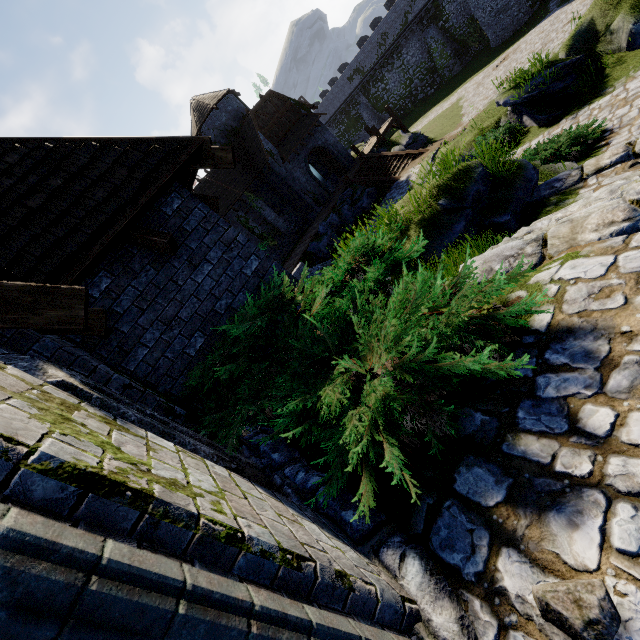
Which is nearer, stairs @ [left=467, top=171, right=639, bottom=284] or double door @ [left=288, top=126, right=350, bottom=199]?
stairs @ [left=467, top=171, right=639, bottom=284]

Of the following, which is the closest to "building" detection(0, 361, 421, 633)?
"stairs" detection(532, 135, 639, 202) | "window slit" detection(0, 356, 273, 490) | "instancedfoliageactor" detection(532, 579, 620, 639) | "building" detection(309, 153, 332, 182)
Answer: "window slit" detection(0, 356, 273, 490)

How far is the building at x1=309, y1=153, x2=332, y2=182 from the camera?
31.03m

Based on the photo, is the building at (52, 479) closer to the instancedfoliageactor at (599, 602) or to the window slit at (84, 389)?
the window slit at (84, 389)

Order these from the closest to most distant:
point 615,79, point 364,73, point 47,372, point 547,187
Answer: point 47,372 < point 547,187 < point 615,79 < point 364,73

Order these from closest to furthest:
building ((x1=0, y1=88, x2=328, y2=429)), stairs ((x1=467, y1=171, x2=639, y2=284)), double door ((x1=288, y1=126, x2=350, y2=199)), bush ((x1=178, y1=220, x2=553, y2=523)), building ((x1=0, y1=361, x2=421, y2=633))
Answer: building ((x1=0, y1=361, x2=421, y2=633)), bush ((x1=178, y1=220, x2=553, y2=523)), stairs ((x1=467, y1=171, x2=639, y2=284)), building ((x1=0, y1=88, x2=328, y2=429)), double door ((x1=288, y1=126, x2=350, y2=199))

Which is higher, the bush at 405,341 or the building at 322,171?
the bush at 405,341

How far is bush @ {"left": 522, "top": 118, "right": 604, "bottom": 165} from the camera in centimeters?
893cm
